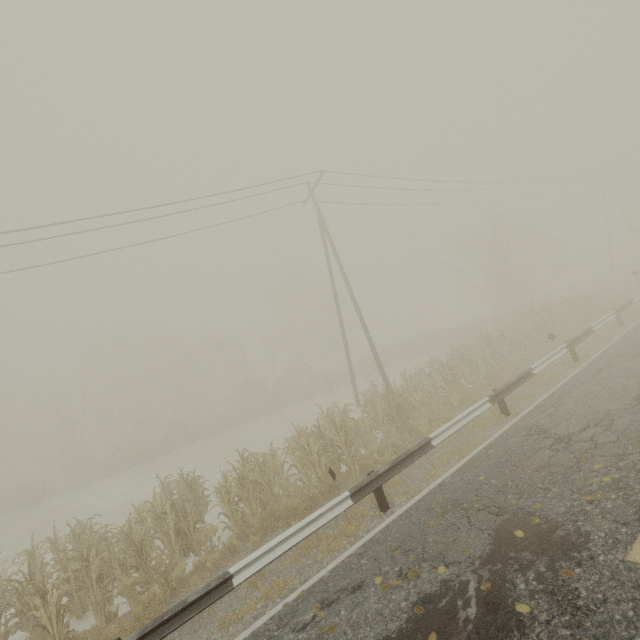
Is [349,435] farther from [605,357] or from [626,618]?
[605,357]

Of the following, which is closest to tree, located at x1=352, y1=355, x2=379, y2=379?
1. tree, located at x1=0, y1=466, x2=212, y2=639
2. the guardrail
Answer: the guardrail

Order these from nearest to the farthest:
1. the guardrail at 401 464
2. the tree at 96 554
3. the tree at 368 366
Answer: the guardrail at 401 464 → the tree at 96 554 → the tree at 368 366

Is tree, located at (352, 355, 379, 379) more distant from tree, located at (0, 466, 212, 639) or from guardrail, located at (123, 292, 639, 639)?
tree, located at (0, 466, 212, 639)

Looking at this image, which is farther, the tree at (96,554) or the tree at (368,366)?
the tree at (368,366)

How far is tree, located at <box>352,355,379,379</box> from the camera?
29.61m

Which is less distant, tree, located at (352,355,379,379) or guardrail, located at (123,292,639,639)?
guardrail, located at (123,292,639,639)

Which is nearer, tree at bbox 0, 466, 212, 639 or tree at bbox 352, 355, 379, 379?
tree at bbox 0, 466, 212, 639
